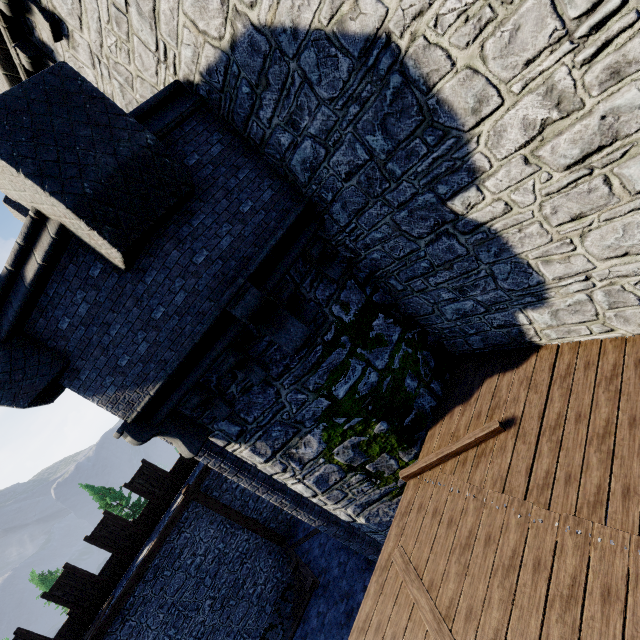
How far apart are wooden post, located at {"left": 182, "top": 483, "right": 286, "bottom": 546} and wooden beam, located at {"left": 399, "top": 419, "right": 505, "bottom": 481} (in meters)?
10.38

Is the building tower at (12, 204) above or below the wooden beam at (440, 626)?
above

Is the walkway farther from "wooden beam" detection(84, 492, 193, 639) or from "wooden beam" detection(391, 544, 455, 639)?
"wooden beam" detection(84, 492, 193, 639)

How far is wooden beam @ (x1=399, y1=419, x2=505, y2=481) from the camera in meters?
5.0

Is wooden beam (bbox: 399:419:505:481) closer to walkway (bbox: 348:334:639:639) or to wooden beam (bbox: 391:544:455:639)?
walkway (bbox: 348:334:639:639)

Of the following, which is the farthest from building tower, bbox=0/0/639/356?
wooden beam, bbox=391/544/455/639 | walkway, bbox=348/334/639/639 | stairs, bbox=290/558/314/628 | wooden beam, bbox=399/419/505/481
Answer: stairs, bbox=290/558/314/628

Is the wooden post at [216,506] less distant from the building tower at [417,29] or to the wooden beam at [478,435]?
the building tower at [417,29]

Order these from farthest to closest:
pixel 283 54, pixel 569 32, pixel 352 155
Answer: pixel 352 155 < pixel 283 54 < pixel 569 32
